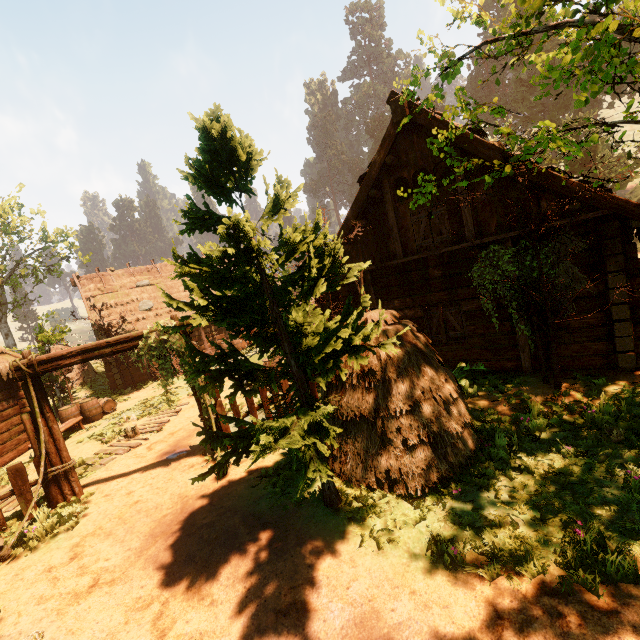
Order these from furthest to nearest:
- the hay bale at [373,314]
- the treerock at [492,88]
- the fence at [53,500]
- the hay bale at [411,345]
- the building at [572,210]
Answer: the fence at [53,500]
the building at [572,210]
the hay bale at [373,314]
the hay bale at [411,345]
the treerock at [492,88]

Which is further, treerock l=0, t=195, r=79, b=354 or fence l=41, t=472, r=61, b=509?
treerock l=0, t=195, r=79, b=354

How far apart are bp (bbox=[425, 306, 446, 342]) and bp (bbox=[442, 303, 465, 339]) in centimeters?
19cm

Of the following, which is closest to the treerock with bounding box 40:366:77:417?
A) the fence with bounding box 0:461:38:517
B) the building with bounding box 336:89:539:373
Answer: the building with bounding box 336:89:539:373

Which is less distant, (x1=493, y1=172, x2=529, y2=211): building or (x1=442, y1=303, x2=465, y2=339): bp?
(x1=493, y1=172, x2=529, y2=211): building

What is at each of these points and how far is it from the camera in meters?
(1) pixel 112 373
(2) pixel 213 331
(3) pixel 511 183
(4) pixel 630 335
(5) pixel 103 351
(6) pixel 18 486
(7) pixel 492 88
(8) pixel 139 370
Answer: (1) building, 20.0
(2) building, 23.5
(3) building, 8.1
(4) building, 7.1
(5) fence arch, 7.7
(6) fence, 7.4
(7) treerock, 55.4
(8) building, 20.9

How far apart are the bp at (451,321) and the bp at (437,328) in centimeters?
19cm

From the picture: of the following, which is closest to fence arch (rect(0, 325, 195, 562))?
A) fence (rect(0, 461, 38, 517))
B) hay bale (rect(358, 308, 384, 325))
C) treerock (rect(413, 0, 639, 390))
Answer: fence (rect(0, 461, 38, 517))
